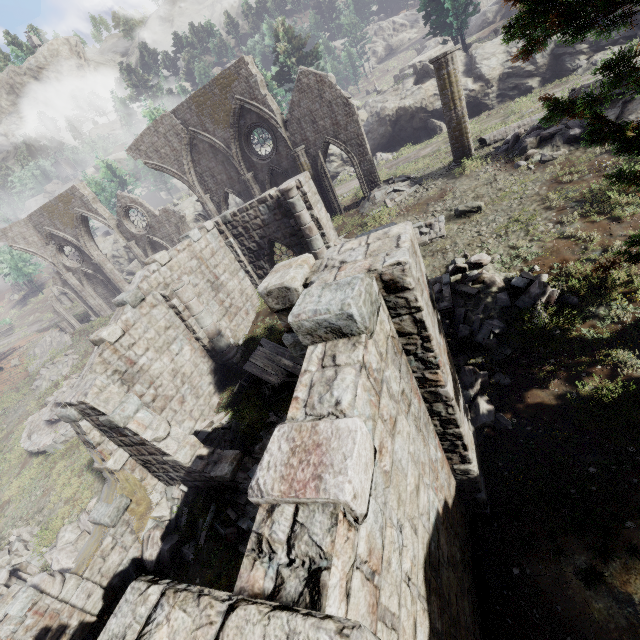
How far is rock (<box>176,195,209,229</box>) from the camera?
39.18m

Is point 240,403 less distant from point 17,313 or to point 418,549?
point 418,549

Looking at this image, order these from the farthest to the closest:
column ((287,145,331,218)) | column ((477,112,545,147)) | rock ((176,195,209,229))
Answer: rock ((176,195,209,229)) → column ((287,145,331,218)) → column ((477,112,545,147))

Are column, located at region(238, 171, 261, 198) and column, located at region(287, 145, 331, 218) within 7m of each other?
yes

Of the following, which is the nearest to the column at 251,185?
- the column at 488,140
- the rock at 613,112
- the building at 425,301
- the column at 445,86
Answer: the building at 425,301

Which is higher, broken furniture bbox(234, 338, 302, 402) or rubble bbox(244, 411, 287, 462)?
broken furniture bbox(234, 338, 302, 402)

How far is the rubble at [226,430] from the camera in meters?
11.1 m

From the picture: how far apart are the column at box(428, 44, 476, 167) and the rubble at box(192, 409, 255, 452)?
15.7 meters
